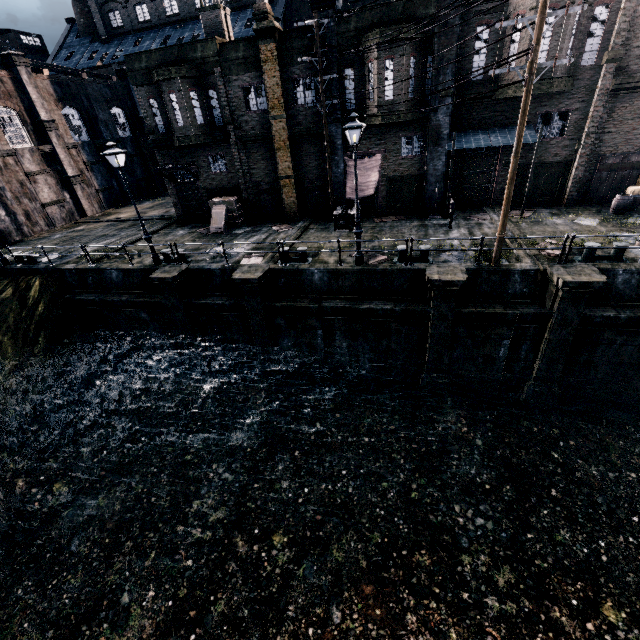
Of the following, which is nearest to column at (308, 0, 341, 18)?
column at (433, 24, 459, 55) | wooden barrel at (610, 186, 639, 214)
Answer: column at (433, 24, 459, 55)

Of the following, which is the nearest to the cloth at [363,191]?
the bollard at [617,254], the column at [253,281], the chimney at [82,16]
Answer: the column at [253,281]

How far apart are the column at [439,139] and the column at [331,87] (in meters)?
4.55

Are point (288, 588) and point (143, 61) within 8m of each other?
no

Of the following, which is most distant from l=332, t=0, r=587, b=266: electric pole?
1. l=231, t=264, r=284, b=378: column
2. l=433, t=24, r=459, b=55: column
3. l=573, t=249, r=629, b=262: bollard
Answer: l=231, t=264, r=284, b=378: column

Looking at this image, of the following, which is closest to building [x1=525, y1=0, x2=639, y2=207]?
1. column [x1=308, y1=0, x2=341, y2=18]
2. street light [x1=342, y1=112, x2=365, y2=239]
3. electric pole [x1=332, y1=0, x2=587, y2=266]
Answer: column [x1=308, y1=0, x2=341, y2=18]

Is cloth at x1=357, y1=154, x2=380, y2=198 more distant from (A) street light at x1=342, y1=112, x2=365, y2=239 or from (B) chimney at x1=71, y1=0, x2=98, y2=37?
(B) chimney at x1=71, y1=0, x2=98, y2=37

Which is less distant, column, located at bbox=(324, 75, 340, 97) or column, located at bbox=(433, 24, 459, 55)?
column, located at bbox=(433, 24, 459, 55)
